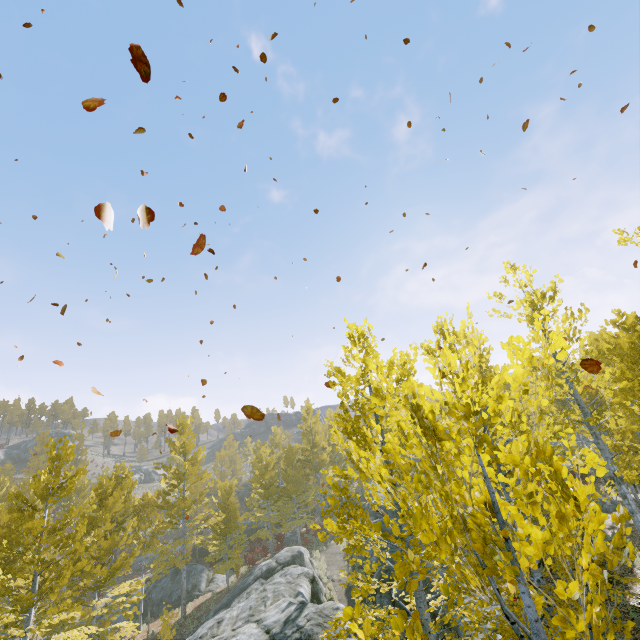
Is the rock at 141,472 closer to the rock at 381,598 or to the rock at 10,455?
the rock at 10,455

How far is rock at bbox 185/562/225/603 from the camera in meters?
24.5 m

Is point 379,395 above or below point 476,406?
above

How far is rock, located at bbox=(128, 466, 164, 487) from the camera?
54.75m

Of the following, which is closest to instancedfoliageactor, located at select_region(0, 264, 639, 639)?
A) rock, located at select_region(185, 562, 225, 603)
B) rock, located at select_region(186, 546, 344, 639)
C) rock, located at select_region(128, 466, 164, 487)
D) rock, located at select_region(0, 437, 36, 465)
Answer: rock, located at select_region(186, 546, 344, 639)

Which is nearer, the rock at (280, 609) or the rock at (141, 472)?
the rock at (280, 609)

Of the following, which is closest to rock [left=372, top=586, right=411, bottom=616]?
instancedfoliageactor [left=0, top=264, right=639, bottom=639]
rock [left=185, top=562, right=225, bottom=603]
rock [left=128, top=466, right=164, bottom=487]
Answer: instancedfoliageactor [left=0, top=264, right=639, bottom=639]
